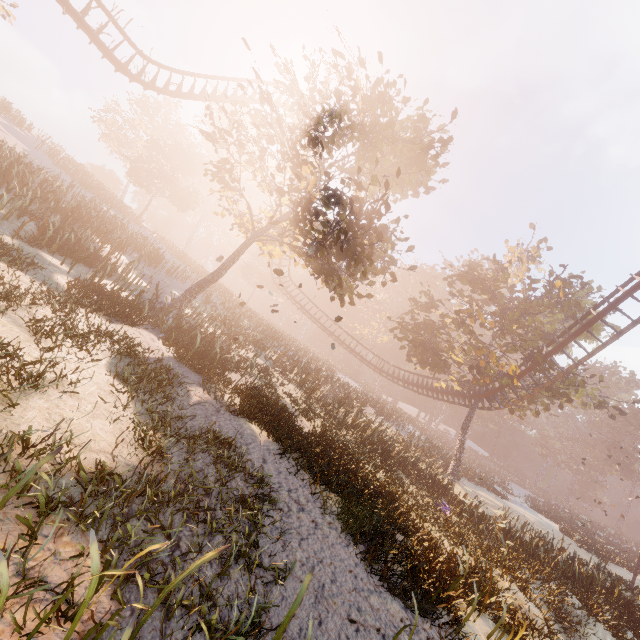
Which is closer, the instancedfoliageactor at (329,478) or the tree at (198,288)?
the instancedfoliageactor at (329,478)

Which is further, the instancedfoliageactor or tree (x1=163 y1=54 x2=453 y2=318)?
tree (x1=163 y1=54 x2=453 y2=318)

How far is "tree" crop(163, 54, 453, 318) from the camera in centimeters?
1239cm

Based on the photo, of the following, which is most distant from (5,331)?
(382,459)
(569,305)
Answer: (569,305)

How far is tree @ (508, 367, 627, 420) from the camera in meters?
21.2 m

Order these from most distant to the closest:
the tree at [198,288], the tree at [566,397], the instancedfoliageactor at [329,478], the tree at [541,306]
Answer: the tree at [541,306], the tree at [566,397], the tree at [198,288], the instancedfoliageactor at [329,478]

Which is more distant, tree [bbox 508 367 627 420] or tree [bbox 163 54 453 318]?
tree [bbox 508 367 627 420]

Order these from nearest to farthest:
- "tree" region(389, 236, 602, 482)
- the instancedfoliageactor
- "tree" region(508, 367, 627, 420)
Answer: the instancedfoliageactor
"tree" region(508, 367, 627, 420)
"tree" region(389, 236, 602, 482)
